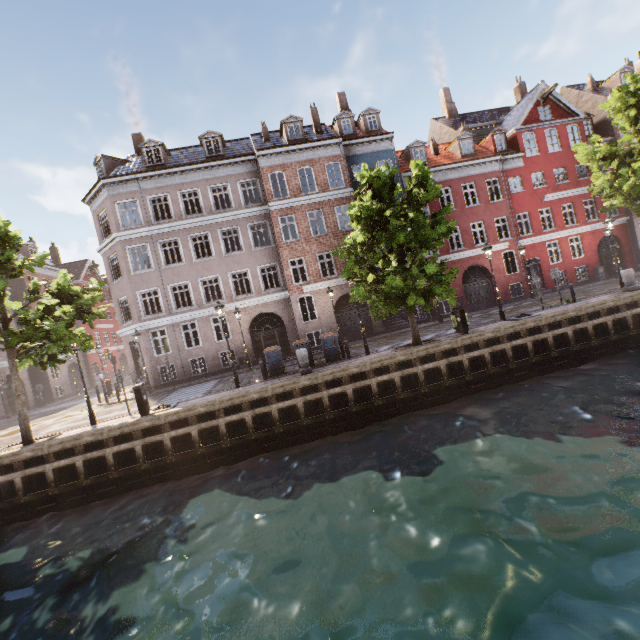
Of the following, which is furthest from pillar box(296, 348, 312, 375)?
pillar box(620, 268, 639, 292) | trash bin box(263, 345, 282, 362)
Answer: pillar box(620, 268, 639, 292)

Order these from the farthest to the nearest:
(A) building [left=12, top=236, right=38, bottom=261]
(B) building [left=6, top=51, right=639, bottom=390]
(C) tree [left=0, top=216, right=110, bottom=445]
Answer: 1. (A) building [left=12, top=236, right=38, bottom=261]
2. (B) building [left=6, top=51, right=639, bottom=390]
3. (C) tree [left=0, top=216, right=110, bottom=445]

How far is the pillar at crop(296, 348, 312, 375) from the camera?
13.47m

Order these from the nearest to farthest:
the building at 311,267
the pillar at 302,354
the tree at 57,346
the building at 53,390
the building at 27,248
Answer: the tree at 57,346 → the pillar at 302,354 → the building at 311,267 → the building at 53,390 → the building at 27,248

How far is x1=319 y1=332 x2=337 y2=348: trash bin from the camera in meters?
15.1

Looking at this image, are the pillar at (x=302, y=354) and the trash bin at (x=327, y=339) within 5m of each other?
yes

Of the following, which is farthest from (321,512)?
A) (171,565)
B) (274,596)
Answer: (171,565)

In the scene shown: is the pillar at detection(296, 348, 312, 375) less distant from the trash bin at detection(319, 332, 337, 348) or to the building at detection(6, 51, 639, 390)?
the trash bin at detection(319, 332, 337, 348)
